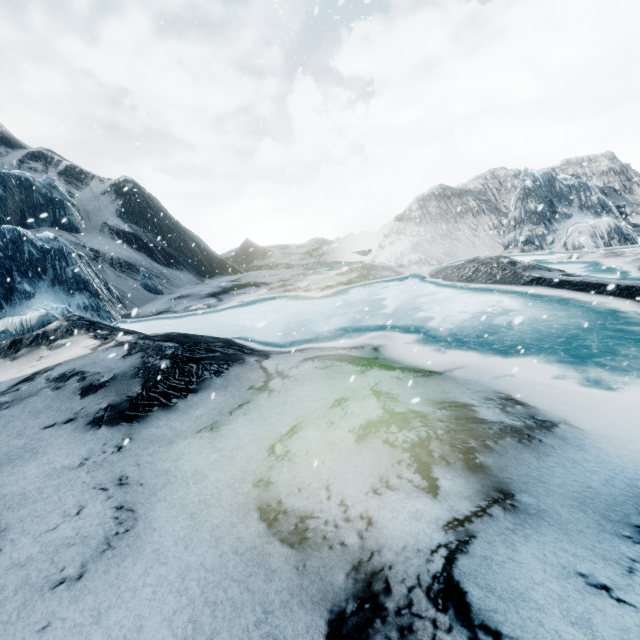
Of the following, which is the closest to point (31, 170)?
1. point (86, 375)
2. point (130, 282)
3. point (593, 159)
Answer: point (130, 282)
